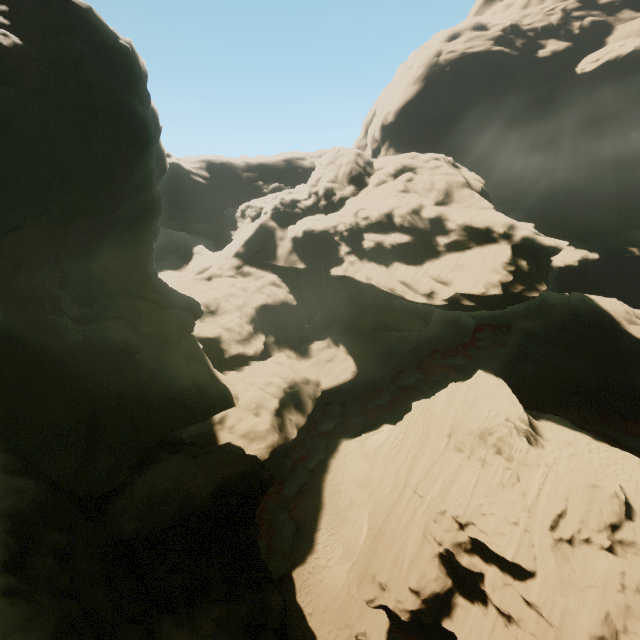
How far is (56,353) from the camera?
14.1 meters

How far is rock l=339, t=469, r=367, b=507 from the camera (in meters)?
24.25

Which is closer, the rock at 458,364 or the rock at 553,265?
the rock at 553,265

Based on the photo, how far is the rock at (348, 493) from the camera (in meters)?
24.25

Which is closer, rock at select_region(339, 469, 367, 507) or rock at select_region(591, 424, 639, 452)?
rock at select_region(339, 469, 367, 507)

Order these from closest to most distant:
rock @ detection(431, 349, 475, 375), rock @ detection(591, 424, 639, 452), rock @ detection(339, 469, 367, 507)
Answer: rock @ detection(339, 469, 367, 507), rock @ detection(591, 424, 639, 452), rock @ detection(431, 349, 475, 375)
